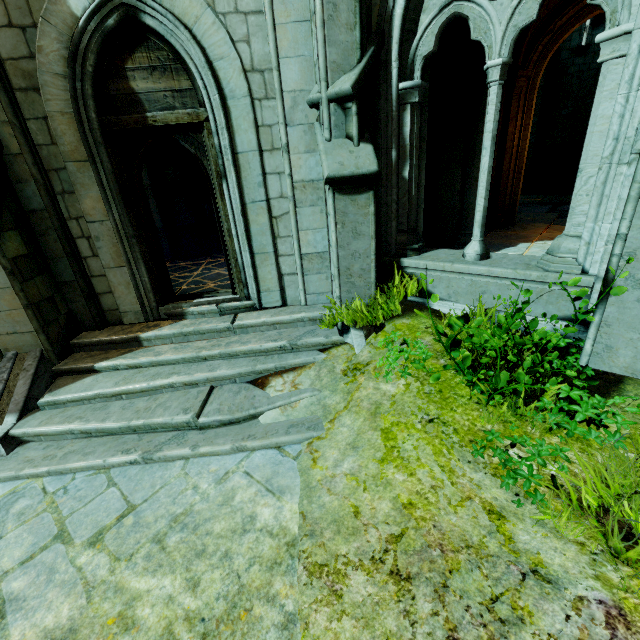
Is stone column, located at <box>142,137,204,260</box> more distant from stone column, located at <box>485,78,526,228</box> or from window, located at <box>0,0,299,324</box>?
stone column, located at <box>485,78,526,228</box>

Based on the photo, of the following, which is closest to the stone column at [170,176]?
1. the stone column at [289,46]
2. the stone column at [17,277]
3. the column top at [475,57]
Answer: the stone column at [17,277]

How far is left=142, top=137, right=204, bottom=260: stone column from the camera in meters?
7.9

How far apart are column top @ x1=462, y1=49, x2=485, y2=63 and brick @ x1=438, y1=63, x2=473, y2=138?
0.0 meters

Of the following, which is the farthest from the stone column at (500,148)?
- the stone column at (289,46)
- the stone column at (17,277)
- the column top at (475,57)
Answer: the stone column at (17,277)

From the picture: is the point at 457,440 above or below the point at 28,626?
above

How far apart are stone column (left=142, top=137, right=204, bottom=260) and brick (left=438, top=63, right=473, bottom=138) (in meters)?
6.19

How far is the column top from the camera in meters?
5.5 m
